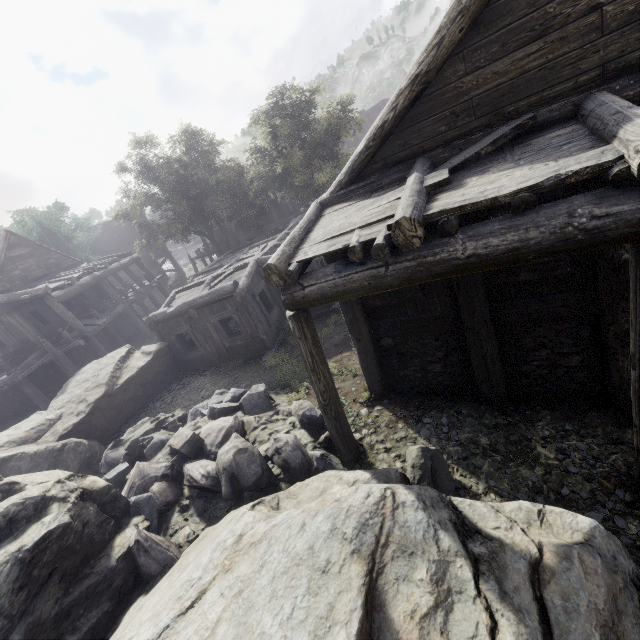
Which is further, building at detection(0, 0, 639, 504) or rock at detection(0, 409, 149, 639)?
rock at detection(0, 409, 149, 639)

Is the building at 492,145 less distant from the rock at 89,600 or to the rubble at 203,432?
the rock at 89,600

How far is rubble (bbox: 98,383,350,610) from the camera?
5.81m

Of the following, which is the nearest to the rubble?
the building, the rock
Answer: the rock

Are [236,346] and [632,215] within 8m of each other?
no

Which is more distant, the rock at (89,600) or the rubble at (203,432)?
the rubble at (203,432)

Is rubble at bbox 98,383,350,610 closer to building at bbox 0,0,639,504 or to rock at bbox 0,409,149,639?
rock at bbox 0,409,149,639
